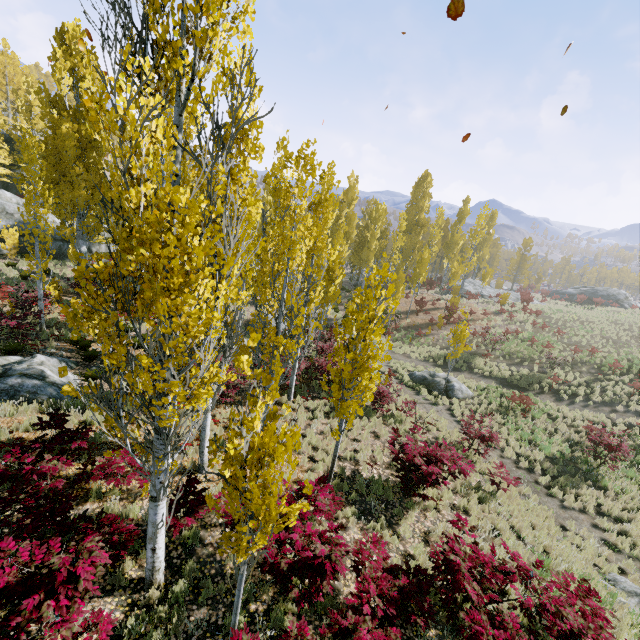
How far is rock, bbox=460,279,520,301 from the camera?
37.7m

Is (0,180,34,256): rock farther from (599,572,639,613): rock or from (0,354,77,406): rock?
(599,572,639,613): rock

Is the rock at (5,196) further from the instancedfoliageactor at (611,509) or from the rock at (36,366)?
the rock at (36,366)

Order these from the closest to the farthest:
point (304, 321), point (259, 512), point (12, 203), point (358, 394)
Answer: point (259, 512) < point (358, 394) < point (304, 321) < point (12, 203)

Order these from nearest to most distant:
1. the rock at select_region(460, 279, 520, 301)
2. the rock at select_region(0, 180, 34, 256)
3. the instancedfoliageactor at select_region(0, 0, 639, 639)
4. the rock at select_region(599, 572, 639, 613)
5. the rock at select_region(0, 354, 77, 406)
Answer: the instancedfoliageactor at select_region(0, 0, 639, 639)
the rock at select_region(599, 572, 639, 613)
the rock at select_region(0, 354, 77, 406)
the rock at select_region(0, 180, 34, 256)
the rock at select_region(460, 279, 520, 301)

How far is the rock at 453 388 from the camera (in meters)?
18.25

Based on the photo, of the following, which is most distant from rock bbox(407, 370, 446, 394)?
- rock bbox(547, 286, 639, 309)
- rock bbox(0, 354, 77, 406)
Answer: rock bbox(547, 286, 639, 309)

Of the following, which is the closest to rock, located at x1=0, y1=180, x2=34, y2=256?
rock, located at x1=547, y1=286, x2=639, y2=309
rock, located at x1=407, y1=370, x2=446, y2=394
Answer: rock, located at x1=407, y1=370, x2=446, y2=394
